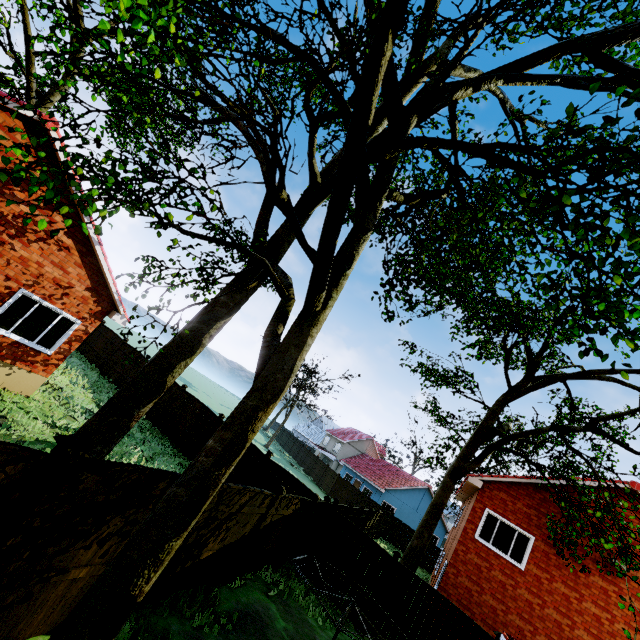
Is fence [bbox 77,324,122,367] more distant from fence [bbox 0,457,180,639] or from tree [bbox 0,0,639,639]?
fence [bbox 0,457,180,639]

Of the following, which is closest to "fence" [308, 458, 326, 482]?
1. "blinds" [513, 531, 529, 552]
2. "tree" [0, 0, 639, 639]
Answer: "tree" [0, 0, 639, 639]

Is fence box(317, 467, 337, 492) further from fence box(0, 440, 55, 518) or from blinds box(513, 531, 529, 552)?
blinds box(513, 531, 529, 552)

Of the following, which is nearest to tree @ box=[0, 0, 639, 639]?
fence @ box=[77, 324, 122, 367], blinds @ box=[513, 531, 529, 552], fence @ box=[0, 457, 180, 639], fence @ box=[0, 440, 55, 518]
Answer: fence @ box=[77, 324, 122, 367]

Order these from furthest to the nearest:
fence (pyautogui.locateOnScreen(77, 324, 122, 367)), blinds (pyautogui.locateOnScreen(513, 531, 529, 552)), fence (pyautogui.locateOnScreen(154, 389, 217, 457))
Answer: fence (pyautogui.locateOnScreen(77, 324, 122, 367)) → fence (pyautogui.locateOnScreen(154, 389, 217, 457)) → blinds (pyautogui.locateOnScreen(513, 531, 529, 552))

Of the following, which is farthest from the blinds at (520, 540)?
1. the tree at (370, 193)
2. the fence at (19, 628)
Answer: the fence at (19, 628)

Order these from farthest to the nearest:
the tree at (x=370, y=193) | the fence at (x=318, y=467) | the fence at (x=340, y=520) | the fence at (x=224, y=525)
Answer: the fence at (x=318, y=467) → the fence at (x=340, y=520) → the fence at (x=224, y=525) → the tree at (x=370, y=193)

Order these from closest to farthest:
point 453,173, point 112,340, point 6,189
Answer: point 6,189 < point 453,173 < point 112,340
